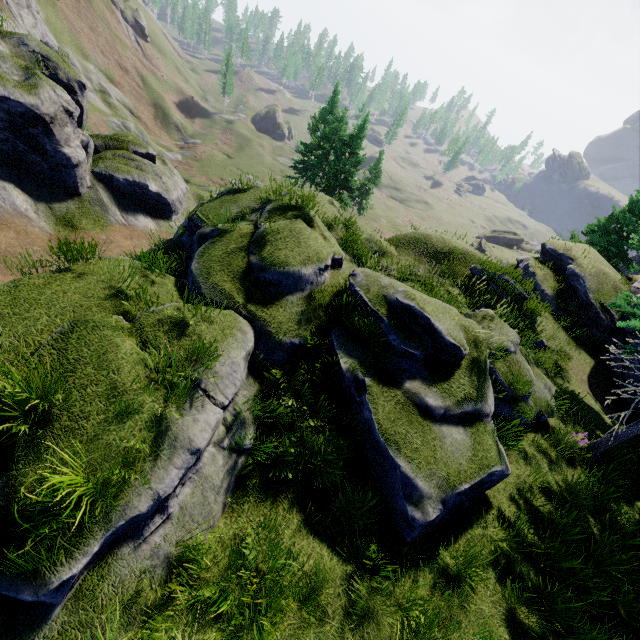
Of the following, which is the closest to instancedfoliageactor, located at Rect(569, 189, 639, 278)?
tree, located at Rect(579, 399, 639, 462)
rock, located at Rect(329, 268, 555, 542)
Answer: rock, located at Rect(329, 268, 555, 542)

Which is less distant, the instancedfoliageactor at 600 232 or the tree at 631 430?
the tree at 631 430

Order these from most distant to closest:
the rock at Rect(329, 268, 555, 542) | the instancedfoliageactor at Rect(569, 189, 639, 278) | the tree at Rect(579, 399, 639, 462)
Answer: the instancedfoliageactor at Rect(569, 189, 639, 278)
the tree at Rect(579, 399, 639, 462)
the rock at Rect(329, 268, 555, 542)

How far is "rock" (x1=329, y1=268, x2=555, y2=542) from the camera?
6.2 meters

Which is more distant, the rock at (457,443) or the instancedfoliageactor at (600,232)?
the instancedfoliageactor at (600,232)

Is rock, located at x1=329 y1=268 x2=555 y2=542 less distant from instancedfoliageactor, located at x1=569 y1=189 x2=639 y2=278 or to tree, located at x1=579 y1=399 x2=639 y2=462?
tree, located at x1=579 y1=399 x2=639 y2=462

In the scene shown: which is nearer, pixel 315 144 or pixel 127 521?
pixel 127 521
